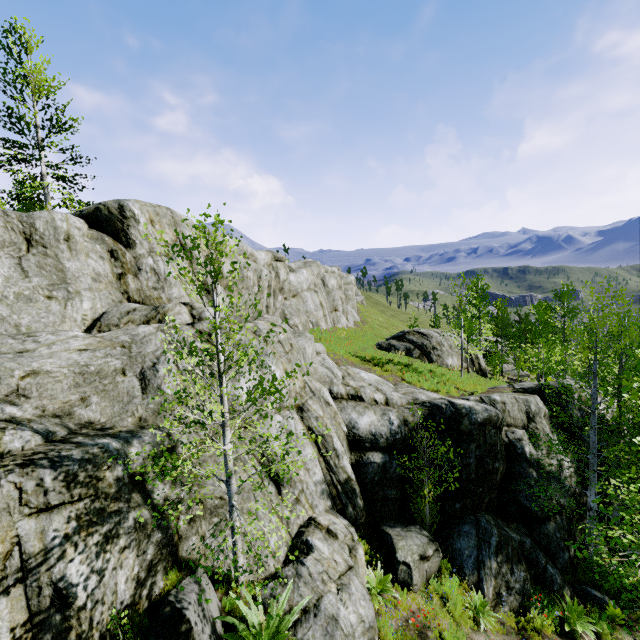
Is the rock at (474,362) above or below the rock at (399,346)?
below

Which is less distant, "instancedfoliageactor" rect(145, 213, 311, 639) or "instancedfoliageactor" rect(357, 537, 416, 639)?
"instancedfoliageactor" rect(145, 213, 311, 639)

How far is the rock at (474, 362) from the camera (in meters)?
26.93

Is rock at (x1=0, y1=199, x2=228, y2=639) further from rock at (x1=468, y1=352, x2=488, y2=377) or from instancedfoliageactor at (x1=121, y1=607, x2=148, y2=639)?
rock at (x1=468, y1=352, x2=488, y2=377)

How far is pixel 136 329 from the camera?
9.38m

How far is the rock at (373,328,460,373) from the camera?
24.1 meters

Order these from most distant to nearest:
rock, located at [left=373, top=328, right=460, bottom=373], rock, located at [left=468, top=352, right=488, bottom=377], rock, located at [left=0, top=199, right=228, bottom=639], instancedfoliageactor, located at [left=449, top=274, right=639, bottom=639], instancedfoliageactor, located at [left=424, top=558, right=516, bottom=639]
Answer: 1. rock, located at [left=468, top=352, right=488, bottom=377]
2. rock, located at [left=373, top=328, right=460, bottom=373]
3. instancedfoliageactor, located at [left=424, top=558, right=516, bottom=639]
4. instancedfoliageactor, located at [left=449, top=274, right=639, bottom=639]
5. rock, located at [left=0, top=199, right=228, bottom=639]
